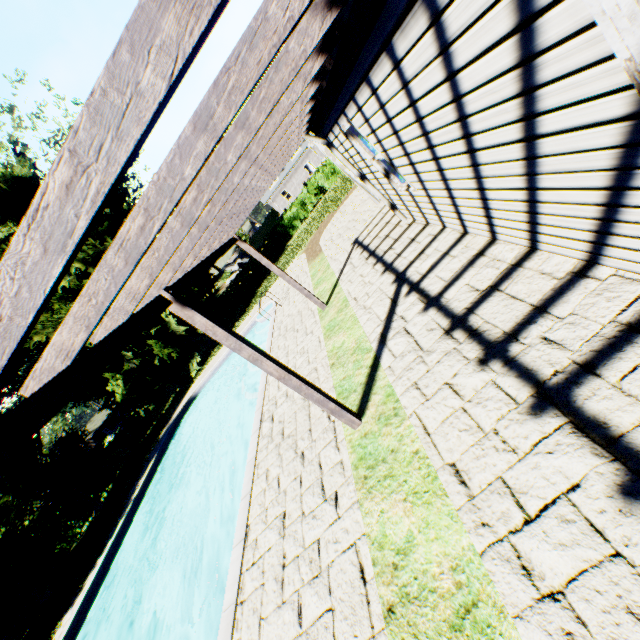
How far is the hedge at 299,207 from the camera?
28.41m

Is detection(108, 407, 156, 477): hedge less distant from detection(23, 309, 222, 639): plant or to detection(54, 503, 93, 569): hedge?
detection(54, 503, 93, 569): hedge

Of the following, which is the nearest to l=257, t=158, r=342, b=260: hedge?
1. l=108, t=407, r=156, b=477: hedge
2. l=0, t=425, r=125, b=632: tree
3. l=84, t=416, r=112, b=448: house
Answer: l=108, t=407, r=156, b=477: hedge

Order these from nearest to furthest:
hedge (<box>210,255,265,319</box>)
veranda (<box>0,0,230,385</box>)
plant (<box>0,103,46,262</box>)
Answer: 1. veranda (<box>0,0,230,385</box>)
2. plant (<box>0,103,46,262</box>)
3. hedge (<box>210,255,265,319</box>)

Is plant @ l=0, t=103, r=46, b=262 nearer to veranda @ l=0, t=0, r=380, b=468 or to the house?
the house

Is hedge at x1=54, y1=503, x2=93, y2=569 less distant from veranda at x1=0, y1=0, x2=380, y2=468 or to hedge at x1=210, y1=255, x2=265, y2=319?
hedge at x1=210, y1=255, x2=265, y2=319

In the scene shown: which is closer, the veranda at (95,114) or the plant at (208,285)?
the veranda at (95,114)

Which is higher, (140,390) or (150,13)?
(150,13)
